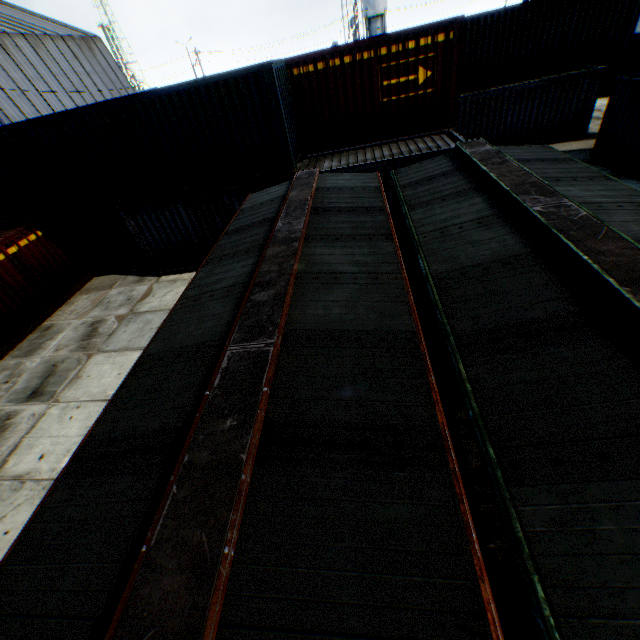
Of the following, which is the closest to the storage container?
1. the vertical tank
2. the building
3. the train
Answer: the train

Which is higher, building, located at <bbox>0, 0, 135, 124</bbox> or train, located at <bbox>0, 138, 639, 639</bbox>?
building, located at <bbox>0, 0, 135, 124</bbox>

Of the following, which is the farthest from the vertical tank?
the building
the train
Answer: the train

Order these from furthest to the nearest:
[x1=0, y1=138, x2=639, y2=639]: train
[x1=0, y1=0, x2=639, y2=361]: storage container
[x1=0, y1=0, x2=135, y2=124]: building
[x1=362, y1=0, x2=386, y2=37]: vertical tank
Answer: [x1=362, y1=0, x2=386, y2=37]: vertical tank
[x1=0, y1=0, x2=135, y2=124]: building
[x1=0, y1=0, x2=639, y2=361]: storage container
[x1=0, y1=138, x2=639, y2=639]: train

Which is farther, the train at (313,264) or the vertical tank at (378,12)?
the vertical tank at (378,12)

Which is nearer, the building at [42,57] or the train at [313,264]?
the train at [313,264]

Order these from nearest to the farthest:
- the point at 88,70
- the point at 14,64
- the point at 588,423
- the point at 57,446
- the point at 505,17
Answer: the point at 588,423, the point at 57,446, the point at 505,17, the point at 14,64, the point at 88,70
